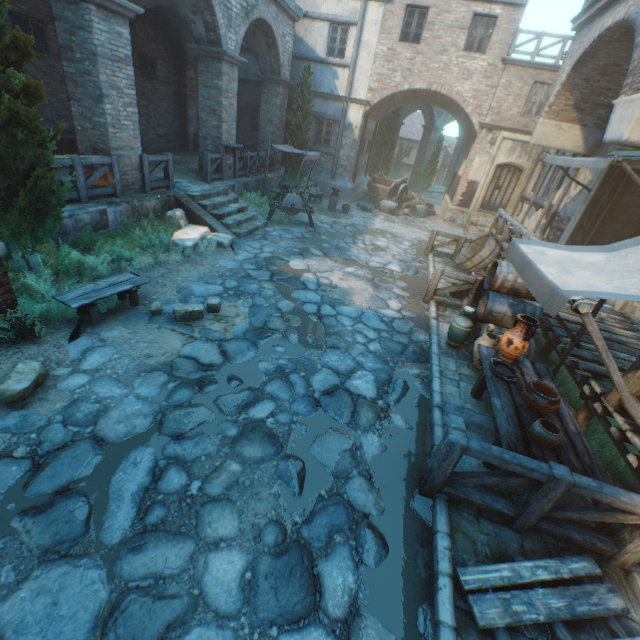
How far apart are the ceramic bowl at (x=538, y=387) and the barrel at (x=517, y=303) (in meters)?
1.73

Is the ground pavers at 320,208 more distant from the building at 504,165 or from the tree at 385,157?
the tree at 385,157

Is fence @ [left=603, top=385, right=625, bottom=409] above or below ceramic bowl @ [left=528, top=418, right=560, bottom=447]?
above

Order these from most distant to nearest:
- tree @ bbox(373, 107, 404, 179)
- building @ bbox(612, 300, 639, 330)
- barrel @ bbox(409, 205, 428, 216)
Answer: tree @ bbox(373, 107, 404, 179), barrel @ bbox(409, 205, 428, 216), building @ bbox(612, 300, 639, 330)

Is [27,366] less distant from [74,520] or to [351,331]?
[74,520]

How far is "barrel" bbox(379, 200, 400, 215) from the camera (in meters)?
17.23

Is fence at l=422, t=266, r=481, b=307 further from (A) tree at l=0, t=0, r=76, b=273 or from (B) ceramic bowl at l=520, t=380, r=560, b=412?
(A) tree at l=0, t=0, r=76, b=273

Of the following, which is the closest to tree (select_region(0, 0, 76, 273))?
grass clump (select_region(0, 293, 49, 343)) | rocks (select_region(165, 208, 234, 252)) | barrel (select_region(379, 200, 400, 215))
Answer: grass clump (select_region(0, 293, 49, 343))
